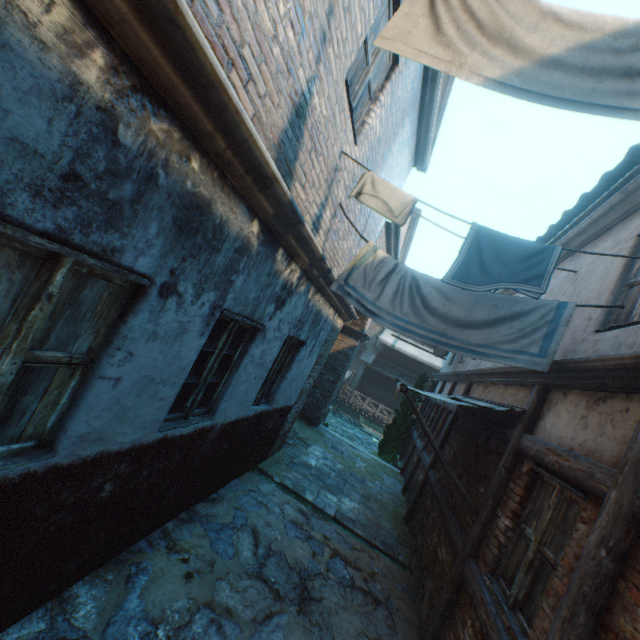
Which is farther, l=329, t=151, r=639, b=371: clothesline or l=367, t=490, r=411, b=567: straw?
l=367, t=490, r=411, b=567: straw

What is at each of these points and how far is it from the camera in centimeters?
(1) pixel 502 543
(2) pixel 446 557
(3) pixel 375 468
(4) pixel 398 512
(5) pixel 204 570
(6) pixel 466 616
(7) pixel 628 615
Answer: (1) building, 358cm
(2) building, 470cm
(3) straw, 1073cm
(4) straw, 809cm
(5) ground stones, 367cm
(6) building, 350cm
(7) building, 190cm

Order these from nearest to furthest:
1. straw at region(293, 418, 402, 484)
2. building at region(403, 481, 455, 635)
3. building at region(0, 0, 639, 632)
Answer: building at region(0, 0, 639, 632), building at region(403, 481, 455, 635), straw at region(293, 418, 402, 484)

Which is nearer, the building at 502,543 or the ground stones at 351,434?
the building at 502,543

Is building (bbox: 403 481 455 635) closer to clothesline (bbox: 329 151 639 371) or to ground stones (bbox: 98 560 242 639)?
ground stones (bbox: 98 560 242 639)

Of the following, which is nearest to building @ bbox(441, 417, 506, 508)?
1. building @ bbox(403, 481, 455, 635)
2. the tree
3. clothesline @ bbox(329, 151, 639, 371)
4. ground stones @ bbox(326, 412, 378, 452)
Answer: building @ bbox(403, 481, 455, 635)

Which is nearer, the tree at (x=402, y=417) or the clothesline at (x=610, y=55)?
the clothesline at (x=610, y=55)

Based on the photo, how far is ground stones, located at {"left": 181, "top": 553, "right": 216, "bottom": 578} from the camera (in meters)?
3.60
